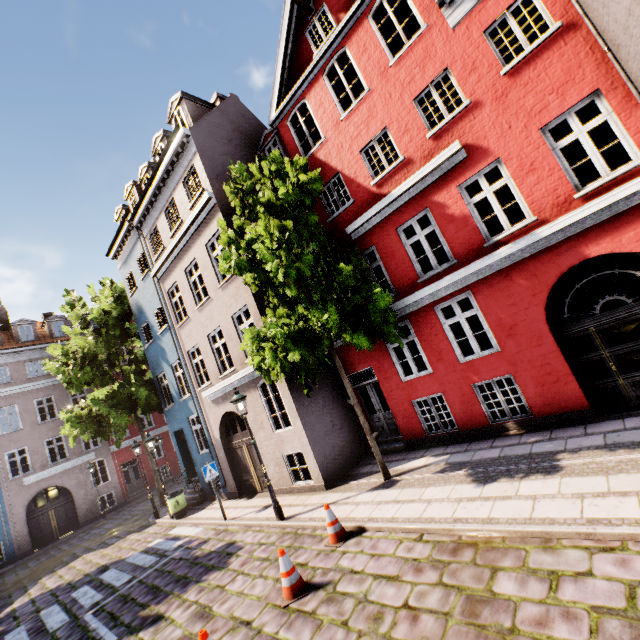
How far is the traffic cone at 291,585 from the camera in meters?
5.5

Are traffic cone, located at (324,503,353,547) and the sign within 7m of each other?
yes

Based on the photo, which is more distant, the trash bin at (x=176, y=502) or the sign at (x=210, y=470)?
the trash bin at (x=176, y=502)

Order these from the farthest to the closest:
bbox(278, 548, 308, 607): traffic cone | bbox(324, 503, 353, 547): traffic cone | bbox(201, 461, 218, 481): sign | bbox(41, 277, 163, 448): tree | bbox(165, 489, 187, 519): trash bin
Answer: bbox(41, 277, 163, 448): tree, bbox(165, 489, 187, 519): trash bin, bbox(201, 461, 218, 481): sign, bbox(324, 503, 353, 547): traffic cone, bbox(278, 548, 308, 607): traffic cone

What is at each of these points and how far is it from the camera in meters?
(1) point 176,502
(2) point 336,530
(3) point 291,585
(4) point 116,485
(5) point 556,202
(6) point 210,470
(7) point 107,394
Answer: (1) trash bin, 13.6 m
(2) traffic cone, 6.8 m
(3) traffic cone, 5.6 m
(4) building, 24.3 m
(5) building, 7.3 m
(6) sign, 11.0 m
(7) tree, 15.8 m

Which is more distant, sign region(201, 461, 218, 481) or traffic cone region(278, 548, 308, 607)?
sign region(201, 461, 218, 481)

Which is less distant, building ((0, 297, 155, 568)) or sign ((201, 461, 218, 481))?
sign ((201, 461, 218, 481))

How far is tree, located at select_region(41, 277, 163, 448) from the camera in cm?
1553
